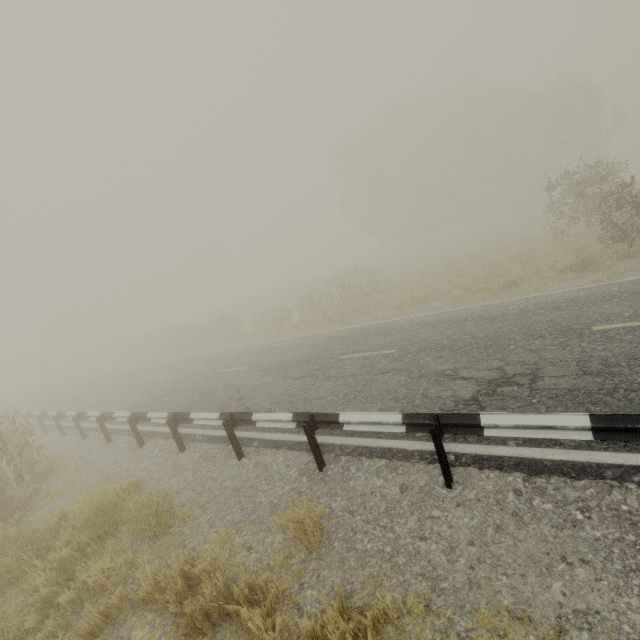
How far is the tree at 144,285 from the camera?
56.8 meters

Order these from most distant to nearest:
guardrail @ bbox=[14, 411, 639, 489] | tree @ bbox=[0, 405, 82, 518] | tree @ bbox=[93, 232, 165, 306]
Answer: tree @ bbox=[93, 232, 165, 306]
tree @ bbox=[0, 405, 82, 518]
guardrail @ bbox=[14, 411, 639, 489]

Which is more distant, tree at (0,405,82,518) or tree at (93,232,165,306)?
tree at (93,232,165,306)

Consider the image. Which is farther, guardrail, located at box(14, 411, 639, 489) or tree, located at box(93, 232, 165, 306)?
tree, located at box(93, 232, 165, 306)

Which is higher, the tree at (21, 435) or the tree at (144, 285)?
the tree at (144, 285)

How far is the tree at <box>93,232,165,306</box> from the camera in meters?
56.8

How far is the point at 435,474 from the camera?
4.32m
